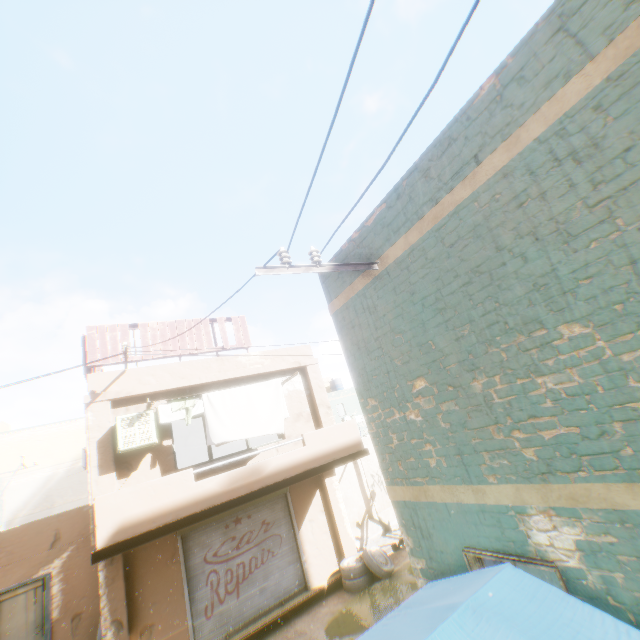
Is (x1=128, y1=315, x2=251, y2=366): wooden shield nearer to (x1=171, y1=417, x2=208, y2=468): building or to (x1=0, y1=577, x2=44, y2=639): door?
(x1=171, y1=417, x2=208, y2=468): building

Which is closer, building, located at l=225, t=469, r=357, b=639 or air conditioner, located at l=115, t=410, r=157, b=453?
air conditioner, located at l=115, t=410, r=157, b=453

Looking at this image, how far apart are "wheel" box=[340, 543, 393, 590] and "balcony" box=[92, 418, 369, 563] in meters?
0.7

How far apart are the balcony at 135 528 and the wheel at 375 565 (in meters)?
0.66

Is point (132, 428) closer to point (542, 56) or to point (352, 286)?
point (352, 286)

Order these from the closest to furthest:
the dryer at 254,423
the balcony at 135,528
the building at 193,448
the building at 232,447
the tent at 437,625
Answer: the tent at 437,625
the balcony at 135,528
the dryer at 254,423
the building at 193,448
the building at 232,447

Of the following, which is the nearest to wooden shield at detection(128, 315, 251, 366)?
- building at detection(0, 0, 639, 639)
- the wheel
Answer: building at detection(0, 0, 639, 639)

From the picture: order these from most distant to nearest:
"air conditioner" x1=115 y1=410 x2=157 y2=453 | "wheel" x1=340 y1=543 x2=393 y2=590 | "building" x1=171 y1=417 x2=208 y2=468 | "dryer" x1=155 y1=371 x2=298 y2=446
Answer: "building" x1=171 y1=417 x2=208 y2=468
"wheel" x1=340 y1=543 x2=393 y2=590
"dryer" x1=155 y1=371 x2=298 y2=446
"air conditioner" x1=115 y1=410 x2=157 y2=453
